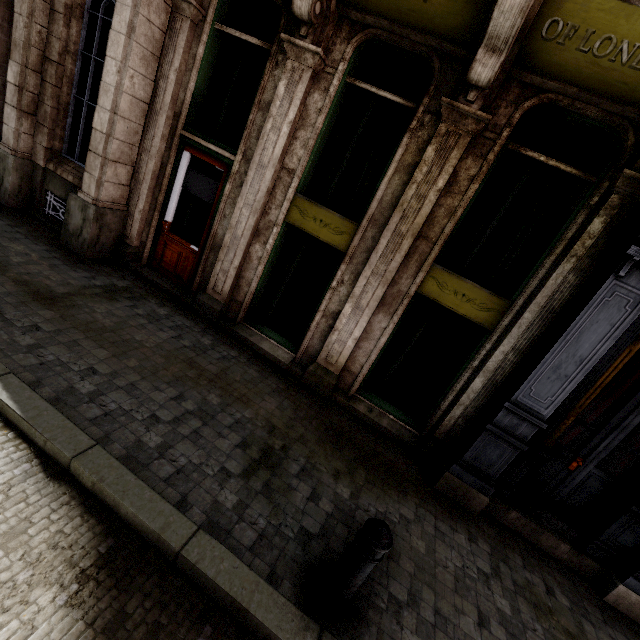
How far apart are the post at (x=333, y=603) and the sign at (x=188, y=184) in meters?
5.6

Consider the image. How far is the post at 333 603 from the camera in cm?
235

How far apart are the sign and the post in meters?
5.6

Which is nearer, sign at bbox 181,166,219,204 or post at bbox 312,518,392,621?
post at bbox 312,518,392,621

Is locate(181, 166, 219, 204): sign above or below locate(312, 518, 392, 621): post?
above

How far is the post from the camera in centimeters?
235cm

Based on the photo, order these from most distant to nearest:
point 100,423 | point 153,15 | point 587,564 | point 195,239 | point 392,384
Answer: point 195,239, point 392,384, point 153,15, point 587,564, point 100,423

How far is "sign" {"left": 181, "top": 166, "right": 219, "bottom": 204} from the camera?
5.92m
